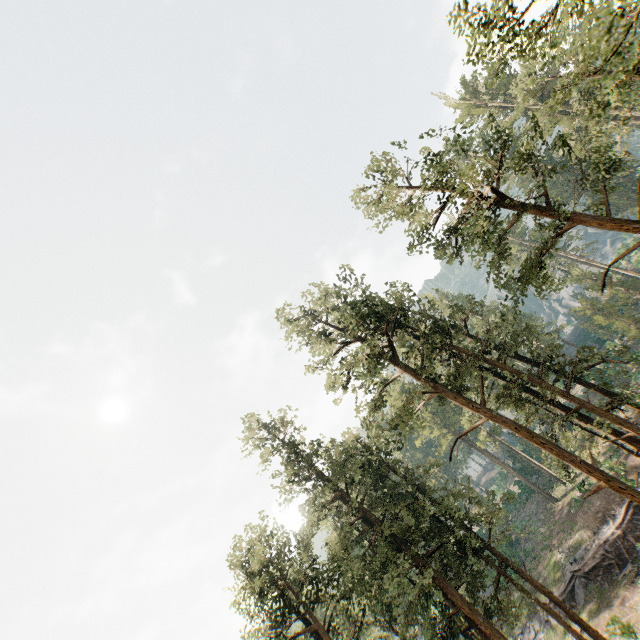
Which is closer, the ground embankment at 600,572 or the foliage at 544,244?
the foliage at 544,244

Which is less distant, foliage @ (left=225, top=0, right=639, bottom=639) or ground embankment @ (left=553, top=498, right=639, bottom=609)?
foliage @ (left=225, top=0, right=639, bottom=639)

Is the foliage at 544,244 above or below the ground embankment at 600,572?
above

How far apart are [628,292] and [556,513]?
30.2m

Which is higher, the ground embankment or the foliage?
the foliage
